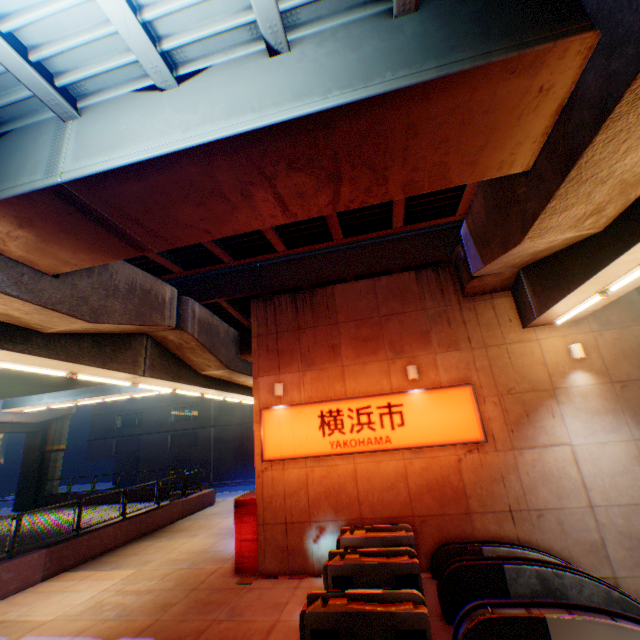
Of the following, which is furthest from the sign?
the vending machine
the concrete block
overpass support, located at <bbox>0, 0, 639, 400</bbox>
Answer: the concrete block

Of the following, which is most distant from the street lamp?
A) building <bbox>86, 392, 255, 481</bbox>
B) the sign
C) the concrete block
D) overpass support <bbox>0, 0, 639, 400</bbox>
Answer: building <bbox>86, 392, 255, 481</bbox>

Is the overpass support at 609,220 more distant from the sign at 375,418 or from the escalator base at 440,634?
the escalator base at 440,634

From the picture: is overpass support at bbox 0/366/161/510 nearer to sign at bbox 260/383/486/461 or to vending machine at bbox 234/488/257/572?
sign at bbox 260/383/486/461

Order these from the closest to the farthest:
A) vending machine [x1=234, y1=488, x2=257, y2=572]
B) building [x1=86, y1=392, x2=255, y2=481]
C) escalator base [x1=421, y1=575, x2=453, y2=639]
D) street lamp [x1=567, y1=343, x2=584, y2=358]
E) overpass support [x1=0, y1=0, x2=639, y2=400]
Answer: overpass support [x1=0, y1=0, x2=639, y2=400]
escalator base [x1=421, y1=575, x2=453, y2=639]
street lamp [x1=567, y1=343, x2=584, y2=358]
vending machine [x1=234, y1=488, x2=257, y2=572]
building [x1=86, y1=392, x2=255, y2=481]

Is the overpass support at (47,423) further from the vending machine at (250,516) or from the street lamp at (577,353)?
the vending machine at (250,516)

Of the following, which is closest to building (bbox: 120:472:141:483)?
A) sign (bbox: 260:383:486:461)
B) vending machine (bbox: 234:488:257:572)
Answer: vending machine (bbox: 234:488:257:572)

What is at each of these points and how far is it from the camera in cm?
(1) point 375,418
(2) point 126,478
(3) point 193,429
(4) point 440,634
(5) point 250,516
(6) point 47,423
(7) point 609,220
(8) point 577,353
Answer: (1) sign, 987
(2) building, 4184
(3) building, 3719
(4) escalator base, 597
(5) vending machine, 1012
(6) overpass support, 2873
(7) overpass support, 566
(8) street lamp, 902
